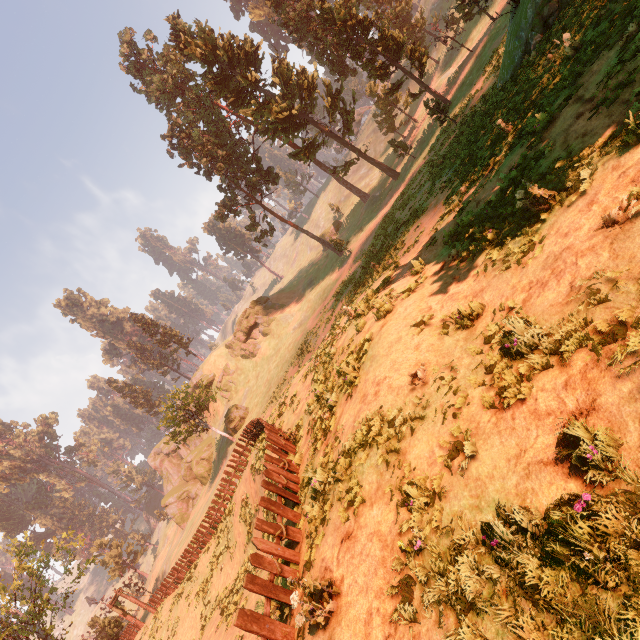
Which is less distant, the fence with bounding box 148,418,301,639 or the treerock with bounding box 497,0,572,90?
the fence with bounding box 148,418,301,639

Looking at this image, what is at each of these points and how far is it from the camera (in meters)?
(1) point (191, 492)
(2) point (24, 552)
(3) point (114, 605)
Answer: (1) rock, 49.72
(2) treerock, 32.53
(3) fence arch, 28.61

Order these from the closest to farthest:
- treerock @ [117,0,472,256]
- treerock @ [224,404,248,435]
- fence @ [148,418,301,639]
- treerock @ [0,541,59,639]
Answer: fence @ [148,418,301,639] < treerock @ [0,541,59,639] < treerock @ [117,0,472,256] < treerock @ [224,404,248,435]

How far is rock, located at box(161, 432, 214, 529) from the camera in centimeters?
4881cm

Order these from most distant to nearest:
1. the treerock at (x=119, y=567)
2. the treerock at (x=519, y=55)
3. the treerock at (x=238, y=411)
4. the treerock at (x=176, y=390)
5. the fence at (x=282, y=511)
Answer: the treerock at (x=119, y=567) < the treerock at (x=238, y=411) < the treerock at (x=176, y=390) < the treerock at (x=519, y=55) < the fence at (x=282, y=511)

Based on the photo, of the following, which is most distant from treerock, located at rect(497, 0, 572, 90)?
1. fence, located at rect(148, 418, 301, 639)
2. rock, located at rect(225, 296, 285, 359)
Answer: rock, located at rect(225, 296, 285, 359)

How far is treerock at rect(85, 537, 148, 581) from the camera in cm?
5374

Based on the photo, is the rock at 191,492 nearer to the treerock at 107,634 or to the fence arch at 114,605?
the treerock at 107,634
